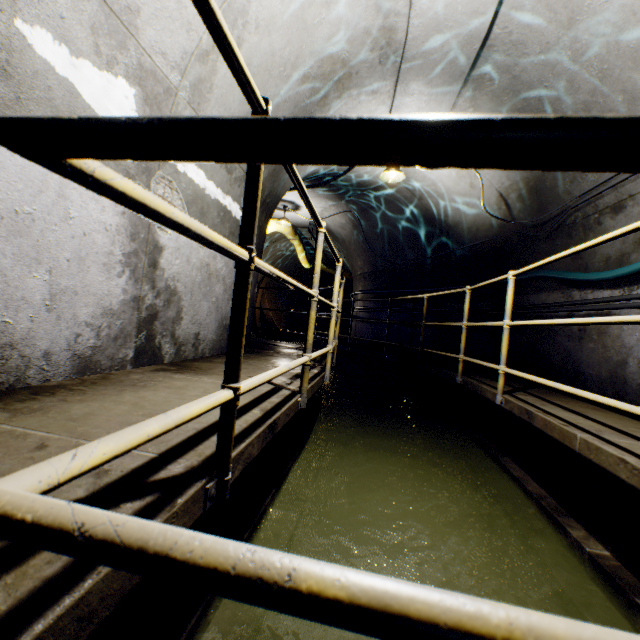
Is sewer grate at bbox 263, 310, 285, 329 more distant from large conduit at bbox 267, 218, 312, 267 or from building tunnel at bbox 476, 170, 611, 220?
large conduit at bbox 267, 218, 312, 267

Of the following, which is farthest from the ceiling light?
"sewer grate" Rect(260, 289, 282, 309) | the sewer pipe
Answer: "sewer grate" Rect(260, 289, 282, 309)

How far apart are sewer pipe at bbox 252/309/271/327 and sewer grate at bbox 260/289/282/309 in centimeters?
1cm

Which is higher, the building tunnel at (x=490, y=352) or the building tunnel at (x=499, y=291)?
the building tunnel at (x=499, y=291)

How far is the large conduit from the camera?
10.01m

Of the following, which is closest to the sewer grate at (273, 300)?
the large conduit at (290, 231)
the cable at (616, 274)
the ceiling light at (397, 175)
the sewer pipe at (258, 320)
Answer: the sewer pipe at (258, 320)

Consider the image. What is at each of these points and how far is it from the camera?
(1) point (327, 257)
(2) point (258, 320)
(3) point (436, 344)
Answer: (1) building tunnel, 16.2 meters
(2) sewer pipe, 14.3 meters
(3) building tunnel, 7.6 meters

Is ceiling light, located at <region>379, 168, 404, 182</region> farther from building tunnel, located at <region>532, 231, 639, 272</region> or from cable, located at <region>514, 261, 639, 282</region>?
cable, located at <region>514, 261, 639, 282</region>
